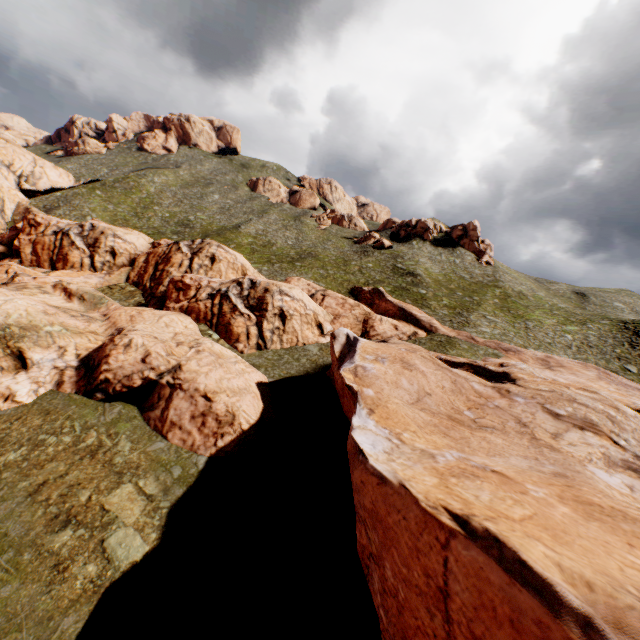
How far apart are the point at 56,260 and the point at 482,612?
57.5 meters
